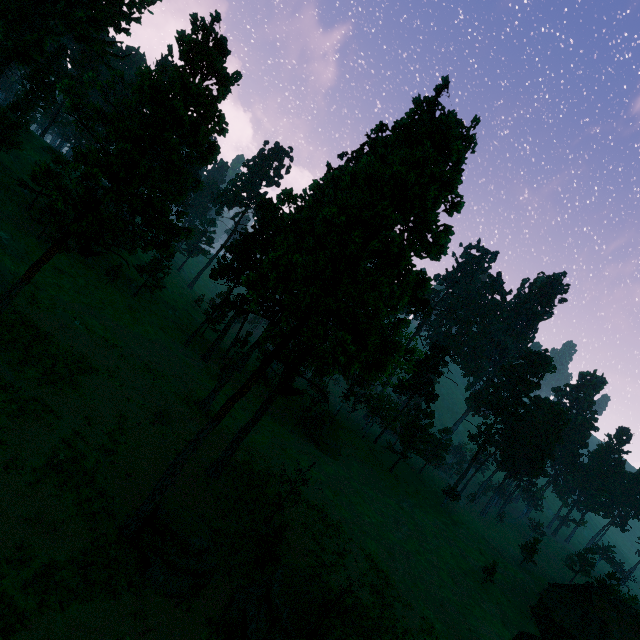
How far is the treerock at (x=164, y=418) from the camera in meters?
28.5 m

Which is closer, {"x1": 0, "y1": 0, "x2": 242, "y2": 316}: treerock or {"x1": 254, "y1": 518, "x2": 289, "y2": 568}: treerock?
{"x1": 0, "y1": 0, "x2": 242, "y2": 316}: treerock

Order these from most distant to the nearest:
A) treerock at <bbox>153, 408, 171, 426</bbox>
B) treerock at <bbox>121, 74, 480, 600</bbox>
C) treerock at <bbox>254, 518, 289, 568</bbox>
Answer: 1. treerock at <bbox>153, 408, 171, 426</bbox>
2. treerock at <bbox>254, 518, 289, 568</bbox>
3. treerock at <bbox>121, 74, 480, 600</bbox>

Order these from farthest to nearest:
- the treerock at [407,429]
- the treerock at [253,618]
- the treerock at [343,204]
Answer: the treerock at [407,429], the treerock at [253,618], the treerock at [343,204]

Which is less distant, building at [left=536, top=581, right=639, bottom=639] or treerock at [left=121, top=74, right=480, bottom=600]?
treerock at [left=121, top=74, right=480, bottom=600]

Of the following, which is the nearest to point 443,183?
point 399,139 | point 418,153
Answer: point 418,153

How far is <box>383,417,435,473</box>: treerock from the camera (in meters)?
57.31
